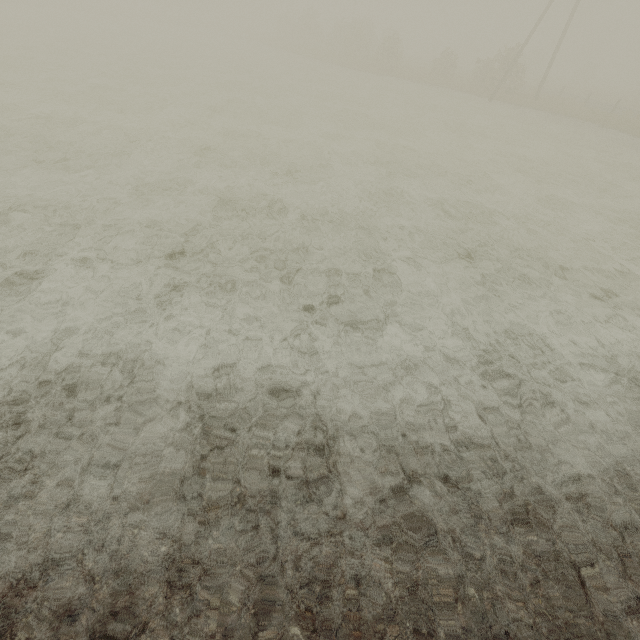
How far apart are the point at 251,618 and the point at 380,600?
0.9m
